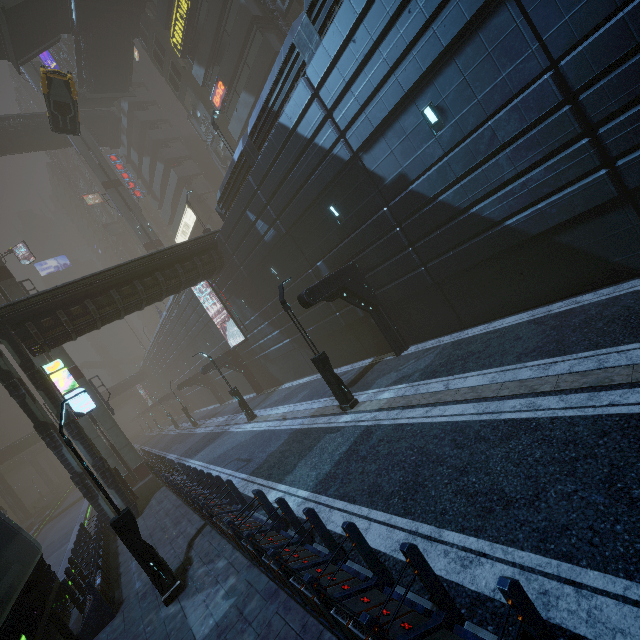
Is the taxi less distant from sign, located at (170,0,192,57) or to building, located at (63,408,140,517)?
building, located at (63,408,140,517)

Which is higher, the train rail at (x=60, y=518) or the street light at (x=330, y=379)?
the street light at (x=330, y=379)

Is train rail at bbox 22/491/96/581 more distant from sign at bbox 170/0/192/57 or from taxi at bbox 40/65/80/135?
sign at bbox 170/0/192/57

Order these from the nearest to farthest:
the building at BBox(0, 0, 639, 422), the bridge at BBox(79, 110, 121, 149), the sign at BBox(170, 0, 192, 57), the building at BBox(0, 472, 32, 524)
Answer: the building at BBox(0, 0, 639, 422)
the sign at BBox(170, 0, 192, 57)
the bridge at BBox(79, 110, 121, 149)
the building at BBox(0, 472, 32, 524)

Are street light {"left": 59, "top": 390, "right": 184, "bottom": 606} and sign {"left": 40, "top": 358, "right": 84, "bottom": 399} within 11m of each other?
yes

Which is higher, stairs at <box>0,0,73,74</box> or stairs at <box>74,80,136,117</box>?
stairs at <box>74,80,136,117</box>

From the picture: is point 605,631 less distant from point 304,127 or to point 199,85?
point 304,127

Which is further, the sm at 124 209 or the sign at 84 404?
the sm at 124 209
